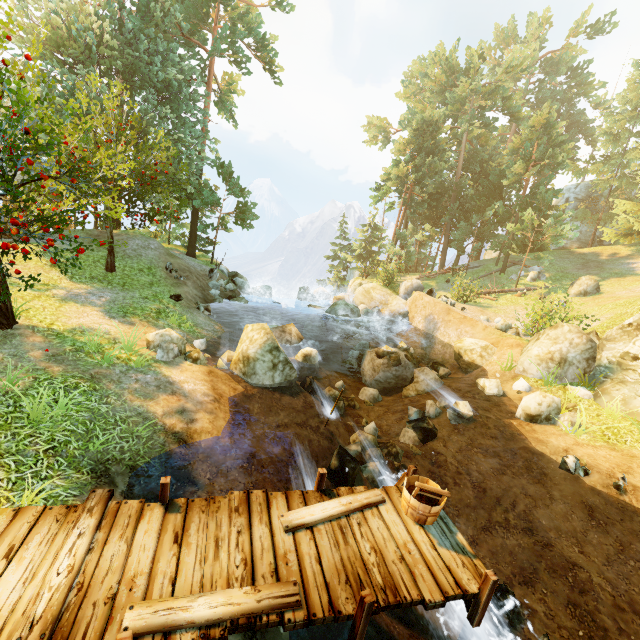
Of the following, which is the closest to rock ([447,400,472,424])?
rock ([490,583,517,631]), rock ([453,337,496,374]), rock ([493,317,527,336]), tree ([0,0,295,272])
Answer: rock ([490,583,517,631])

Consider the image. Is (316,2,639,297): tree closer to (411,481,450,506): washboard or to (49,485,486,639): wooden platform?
(49,485,486,639): wooden platform

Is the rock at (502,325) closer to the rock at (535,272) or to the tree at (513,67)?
the tree at (513,67)

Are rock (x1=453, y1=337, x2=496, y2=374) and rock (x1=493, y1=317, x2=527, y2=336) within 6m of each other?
yes

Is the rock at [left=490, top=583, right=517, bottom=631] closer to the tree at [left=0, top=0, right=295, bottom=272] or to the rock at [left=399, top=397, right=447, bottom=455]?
the rock at [left=399, top=397, right=447, bottom=455]

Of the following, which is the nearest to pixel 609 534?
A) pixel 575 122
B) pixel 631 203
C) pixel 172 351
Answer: pixel 172 351

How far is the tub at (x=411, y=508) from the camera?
5.1 meters

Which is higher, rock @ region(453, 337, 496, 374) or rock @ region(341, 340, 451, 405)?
rock @ region(453, 337, 496, 374)
